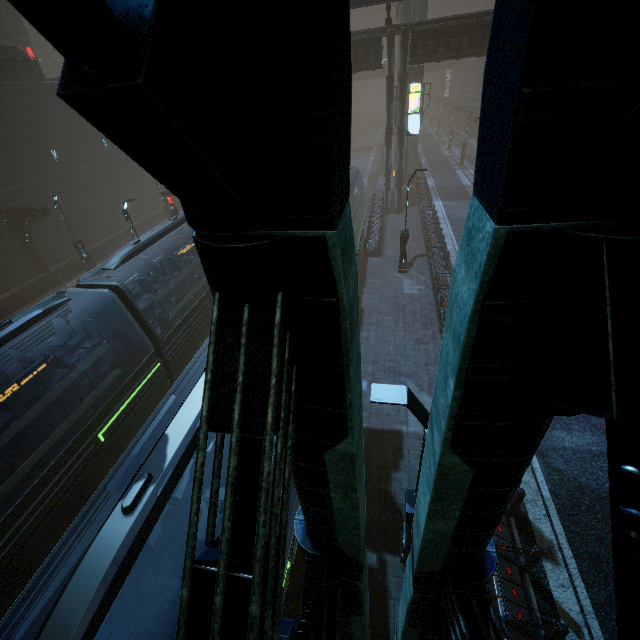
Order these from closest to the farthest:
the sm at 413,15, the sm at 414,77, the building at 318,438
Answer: the building at 318,438, the sm at 413,15, the sm at 414,77

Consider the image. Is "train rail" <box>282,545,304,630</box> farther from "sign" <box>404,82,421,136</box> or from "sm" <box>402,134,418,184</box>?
"sign" <box>404,82,421,136</box>

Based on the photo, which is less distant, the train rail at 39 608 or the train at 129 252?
the train rail at 39 608

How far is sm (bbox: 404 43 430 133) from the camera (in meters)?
28.83

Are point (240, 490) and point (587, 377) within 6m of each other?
yes

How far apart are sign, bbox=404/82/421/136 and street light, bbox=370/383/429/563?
24.8m

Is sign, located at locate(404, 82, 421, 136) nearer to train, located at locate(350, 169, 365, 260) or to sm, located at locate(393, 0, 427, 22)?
train, located at locate(350, 169, 365, 260)

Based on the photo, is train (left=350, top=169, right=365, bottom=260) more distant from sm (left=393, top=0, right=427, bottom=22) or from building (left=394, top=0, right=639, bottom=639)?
sm (left=393, top=0, right=427, bottom=22)
